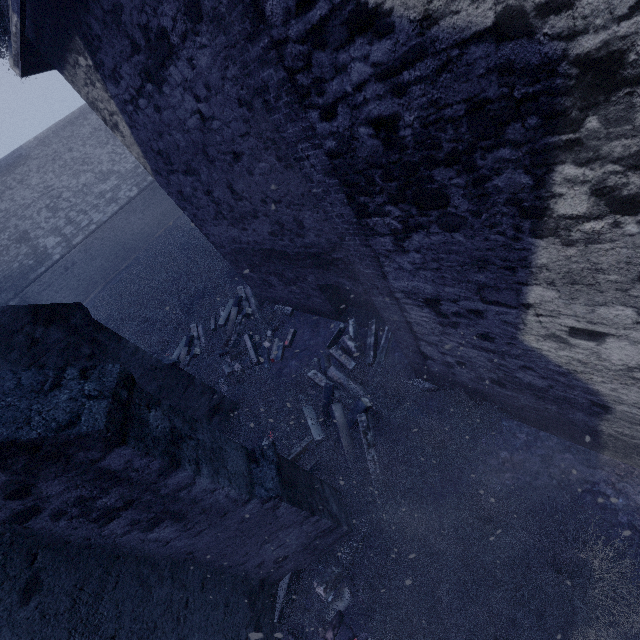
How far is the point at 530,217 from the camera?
2.2m

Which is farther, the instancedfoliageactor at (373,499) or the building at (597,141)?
the instancedfoliageactor at (373,499)

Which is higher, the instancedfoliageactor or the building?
the building

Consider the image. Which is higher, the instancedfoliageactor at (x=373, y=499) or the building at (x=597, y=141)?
the building at (x=597, y=141)

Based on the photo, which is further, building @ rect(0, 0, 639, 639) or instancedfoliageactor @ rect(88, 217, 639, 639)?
instancedfoliageactor @ rect(88, 217, 639, 639)
